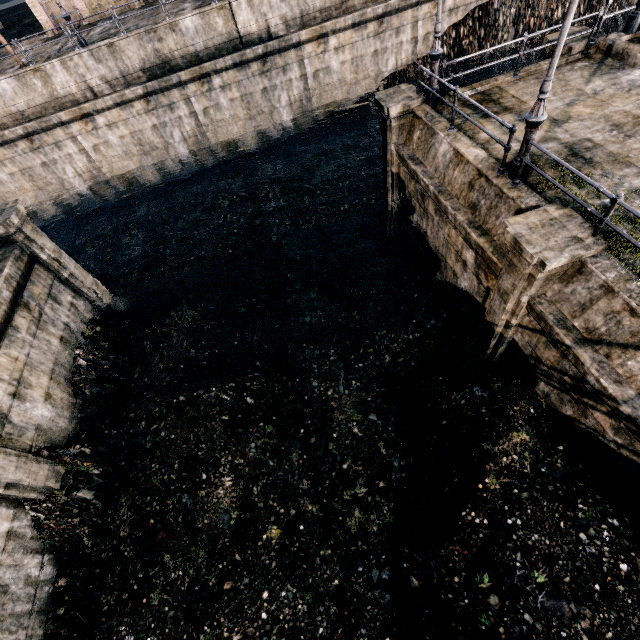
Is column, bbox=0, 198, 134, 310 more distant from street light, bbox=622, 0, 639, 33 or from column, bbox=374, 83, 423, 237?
street light, bbox=622, 0, 639, 33

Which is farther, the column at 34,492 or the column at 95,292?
the column at 95,292

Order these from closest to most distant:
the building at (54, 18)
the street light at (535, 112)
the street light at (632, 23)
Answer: the street light at (535, 112) → the street light at (632, 23) → the building at (54, 18)

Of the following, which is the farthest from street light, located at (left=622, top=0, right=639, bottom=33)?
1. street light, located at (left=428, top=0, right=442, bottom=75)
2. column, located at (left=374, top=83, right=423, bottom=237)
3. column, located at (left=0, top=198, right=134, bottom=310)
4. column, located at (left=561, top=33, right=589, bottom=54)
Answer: column, located at (left=0, top=198, right=134, bottom=310)

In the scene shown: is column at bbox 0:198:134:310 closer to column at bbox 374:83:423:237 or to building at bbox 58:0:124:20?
column at bbox 374:83:423:237

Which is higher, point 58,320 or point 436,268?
point 58,320

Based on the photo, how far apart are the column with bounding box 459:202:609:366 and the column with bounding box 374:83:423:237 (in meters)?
6.92

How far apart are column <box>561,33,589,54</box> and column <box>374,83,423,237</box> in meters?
5.5
